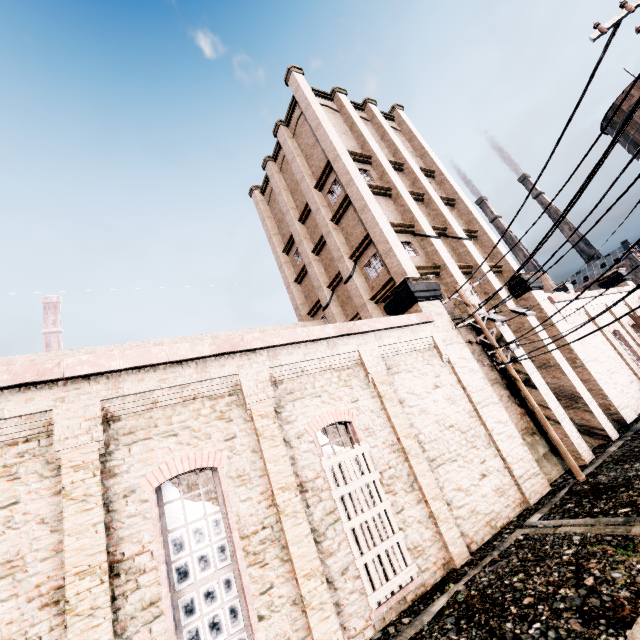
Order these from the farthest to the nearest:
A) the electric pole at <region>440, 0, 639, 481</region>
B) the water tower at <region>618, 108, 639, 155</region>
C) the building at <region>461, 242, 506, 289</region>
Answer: the water tower at <region>618, 108, 639, 155</region> < the building at <region>461, 242, 506, 289</region> < the electric pole at <region>440, 0, 639, 481</region>

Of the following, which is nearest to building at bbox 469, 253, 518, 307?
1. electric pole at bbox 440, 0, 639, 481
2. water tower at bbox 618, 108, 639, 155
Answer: electric pole at bbox 440, 0, 639, 481

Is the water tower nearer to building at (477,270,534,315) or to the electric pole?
building at (477,270,534,315)

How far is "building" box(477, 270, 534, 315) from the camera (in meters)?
19.22

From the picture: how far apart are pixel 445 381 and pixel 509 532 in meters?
5.3

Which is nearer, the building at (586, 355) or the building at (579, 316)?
the building at (586, 355)
